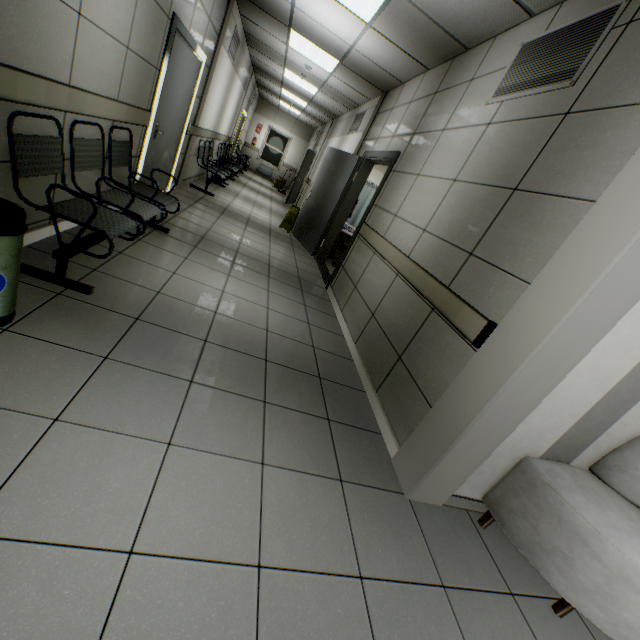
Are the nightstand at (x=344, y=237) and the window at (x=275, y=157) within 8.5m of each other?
no

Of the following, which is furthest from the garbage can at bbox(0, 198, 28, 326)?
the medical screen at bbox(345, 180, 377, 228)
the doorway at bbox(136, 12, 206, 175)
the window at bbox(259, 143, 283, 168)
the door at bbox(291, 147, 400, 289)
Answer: the window at bbox(259, 143, 283, 168)

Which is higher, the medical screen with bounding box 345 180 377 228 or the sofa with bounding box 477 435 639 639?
the medical screen with bounding box 345 180 377 228

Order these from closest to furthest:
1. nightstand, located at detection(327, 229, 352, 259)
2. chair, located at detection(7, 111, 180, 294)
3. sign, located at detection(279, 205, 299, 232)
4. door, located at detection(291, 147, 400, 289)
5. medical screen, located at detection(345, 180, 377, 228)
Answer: chair, located at detection(7, 111, 180, 294), door, located at detection(291, 147, 400, 289), nightstand, located at detection(327, 229, 352, 259), sign, located at detection(279, 205, 299, 232), medical screen, located at detection(345, 180, 377, 228)

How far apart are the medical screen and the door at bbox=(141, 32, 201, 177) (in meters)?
Result: 4.13

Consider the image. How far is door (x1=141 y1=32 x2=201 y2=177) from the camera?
4.0m

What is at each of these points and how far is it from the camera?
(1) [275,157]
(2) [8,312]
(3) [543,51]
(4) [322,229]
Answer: (1) window, 17.1 meters
(2) garbage can, 1.7 meters
(3) ventilation grill, 2.4 meters
(4) door, 6.4 meters

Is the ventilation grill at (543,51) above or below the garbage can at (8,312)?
above
